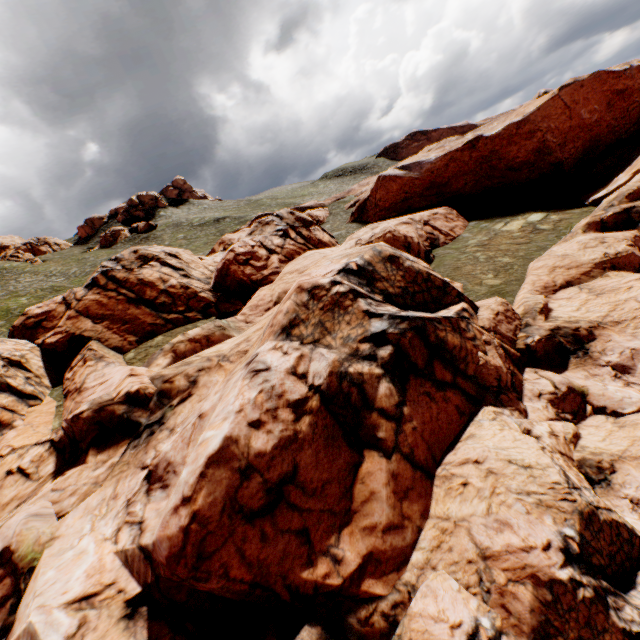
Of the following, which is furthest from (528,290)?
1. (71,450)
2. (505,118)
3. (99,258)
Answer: (99,258)
